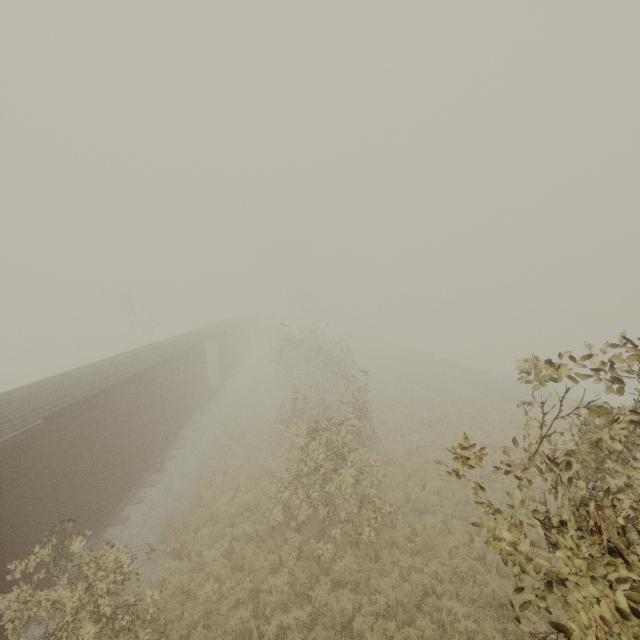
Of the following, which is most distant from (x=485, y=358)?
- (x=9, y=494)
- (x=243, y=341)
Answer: (x=9, y=494)
